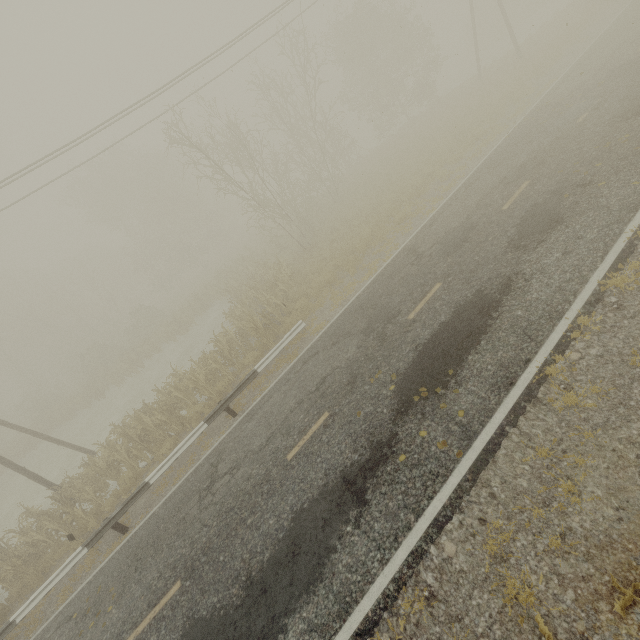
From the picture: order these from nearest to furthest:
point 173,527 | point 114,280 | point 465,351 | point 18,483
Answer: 1. point 465,351
2. point 173,527
3. point 18,483
4. point 114,280
